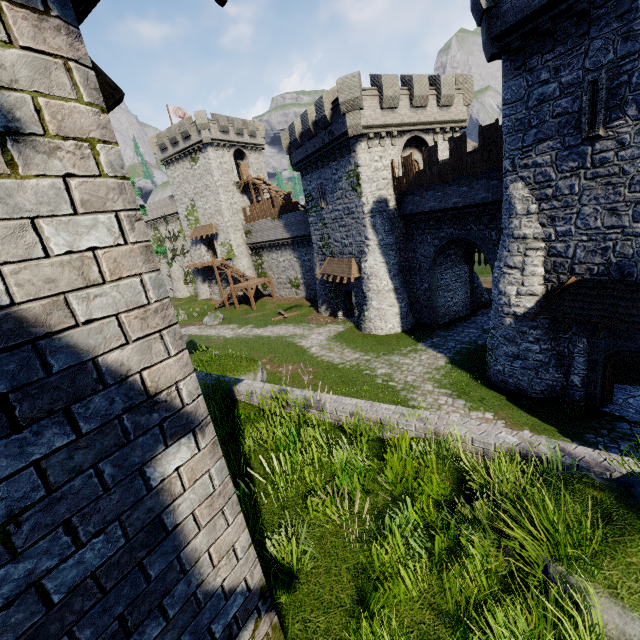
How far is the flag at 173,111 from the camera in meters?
43.3 m

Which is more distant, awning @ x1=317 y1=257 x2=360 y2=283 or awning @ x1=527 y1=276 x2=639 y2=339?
awning @ x1=317 y1=257 x2=360 y2=283

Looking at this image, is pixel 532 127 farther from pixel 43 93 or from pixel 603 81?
pixel 43 93

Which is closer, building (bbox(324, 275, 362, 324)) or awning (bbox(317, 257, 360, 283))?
awning (bbox(317, 257, 360, 283))

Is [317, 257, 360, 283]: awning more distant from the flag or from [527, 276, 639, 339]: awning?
the flag

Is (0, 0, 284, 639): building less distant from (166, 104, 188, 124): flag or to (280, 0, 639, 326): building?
(280, 0, 639, 326): building

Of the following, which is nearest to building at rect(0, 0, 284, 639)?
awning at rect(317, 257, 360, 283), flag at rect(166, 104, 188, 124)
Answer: awning at rect(317, 257, 360, 283)

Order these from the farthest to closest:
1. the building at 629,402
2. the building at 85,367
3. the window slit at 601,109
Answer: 1. the building at 629,402
2. the window slit at 601,109
3. the building at 85,367
